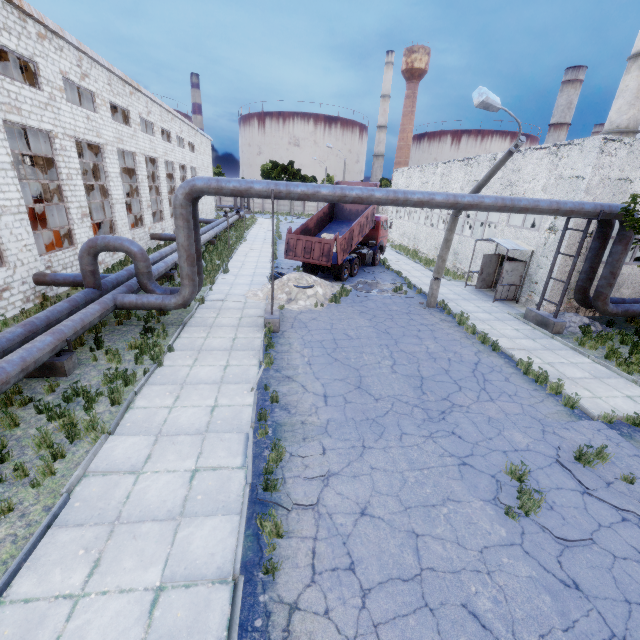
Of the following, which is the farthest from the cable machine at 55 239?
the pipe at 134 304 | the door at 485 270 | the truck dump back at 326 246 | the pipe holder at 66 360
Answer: the door at 485 270

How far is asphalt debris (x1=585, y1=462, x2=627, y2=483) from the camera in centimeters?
662cm

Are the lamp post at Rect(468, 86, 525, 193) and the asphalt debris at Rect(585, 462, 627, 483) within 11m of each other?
yes

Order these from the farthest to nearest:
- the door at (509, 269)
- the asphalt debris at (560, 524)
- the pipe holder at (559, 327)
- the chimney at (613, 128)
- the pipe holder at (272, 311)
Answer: the chimney at (613, 128)
the door at (509, 269)
the pipe holder at (559, 327)
the pipe holder at (272, 311)
the asphalt debris at (560, 524)

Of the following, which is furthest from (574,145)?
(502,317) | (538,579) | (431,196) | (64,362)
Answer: (64,362)

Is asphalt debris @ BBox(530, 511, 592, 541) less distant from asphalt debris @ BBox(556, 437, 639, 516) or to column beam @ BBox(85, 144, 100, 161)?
asphalt debris @ BBox(556, 437, 639, 516)

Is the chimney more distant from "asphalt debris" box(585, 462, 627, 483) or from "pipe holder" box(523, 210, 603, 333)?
"asphalt debris" box(585, 462, 627, 483)

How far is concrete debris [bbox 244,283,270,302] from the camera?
15.7m
